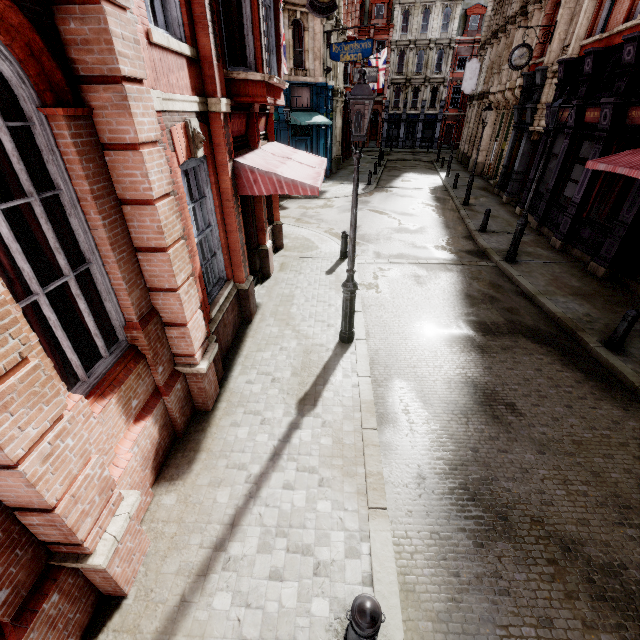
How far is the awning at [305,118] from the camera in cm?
1986

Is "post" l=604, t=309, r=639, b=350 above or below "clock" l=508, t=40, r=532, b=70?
below

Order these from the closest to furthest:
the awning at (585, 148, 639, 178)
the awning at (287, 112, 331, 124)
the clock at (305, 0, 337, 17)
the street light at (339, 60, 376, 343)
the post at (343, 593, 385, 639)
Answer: the post at (343, 593, 385, 639)
the street light at (339, 60, 376, 343)
the awning at (585, 148, 639, 178)
the clock at (305, 0, 337, 17)
the awning at (287, 112, 331, 124)

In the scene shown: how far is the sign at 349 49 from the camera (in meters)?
18.33

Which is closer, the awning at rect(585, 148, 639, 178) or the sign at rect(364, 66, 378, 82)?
the awning at rect(585, 148, 639, 178)

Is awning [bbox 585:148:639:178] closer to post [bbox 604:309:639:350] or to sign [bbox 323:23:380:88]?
post [bbox 604:309:639:350]

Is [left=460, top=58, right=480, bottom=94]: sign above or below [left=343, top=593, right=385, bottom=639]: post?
above

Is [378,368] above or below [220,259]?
below
